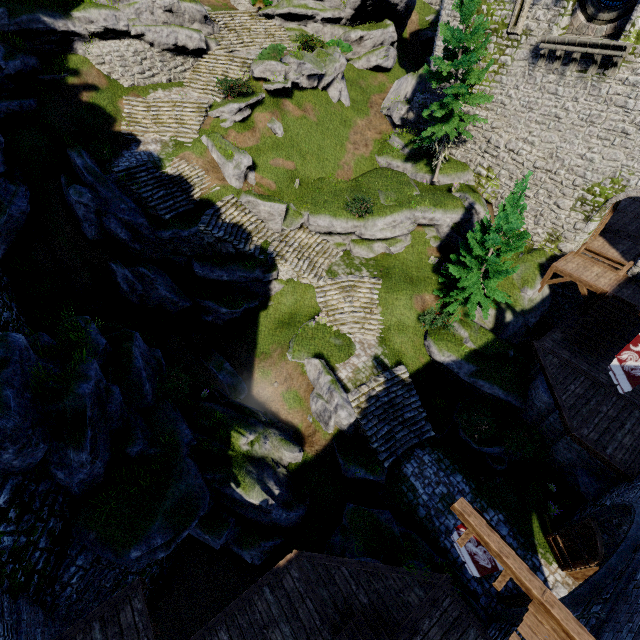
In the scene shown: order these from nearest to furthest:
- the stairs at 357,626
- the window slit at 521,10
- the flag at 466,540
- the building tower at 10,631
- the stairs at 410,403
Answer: the flag at 466,540
the building tower at 10,631
the stairs at 357,626
the stairs at 410,403
the window slit at 521,10

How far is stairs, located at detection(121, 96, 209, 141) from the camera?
21.1m

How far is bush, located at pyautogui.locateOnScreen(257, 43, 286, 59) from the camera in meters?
21.7

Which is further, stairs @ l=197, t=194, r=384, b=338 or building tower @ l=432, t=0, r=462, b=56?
building tower @ l=432, t=0, r=462, b=56

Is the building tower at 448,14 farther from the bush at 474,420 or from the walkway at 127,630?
the walkway at 127,630

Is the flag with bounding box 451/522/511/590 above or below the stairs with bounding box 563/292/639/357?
above

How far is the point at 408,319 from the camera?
19.77m

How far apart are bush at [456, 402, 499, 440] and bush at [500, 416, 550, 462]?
0.2 meters
